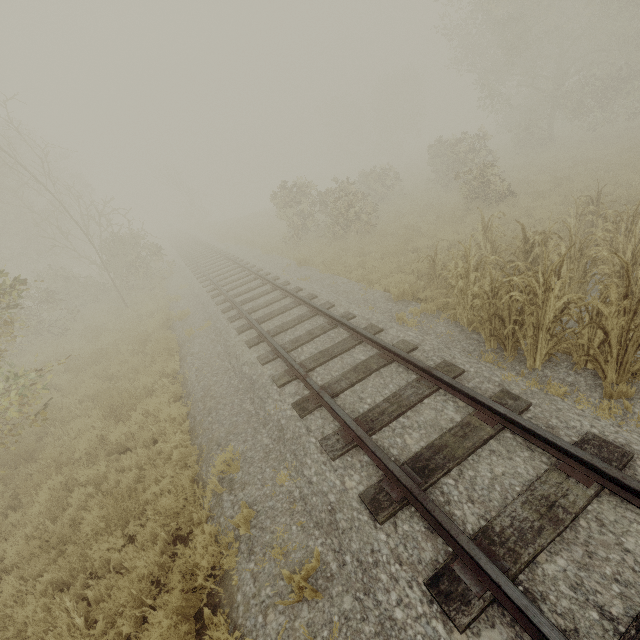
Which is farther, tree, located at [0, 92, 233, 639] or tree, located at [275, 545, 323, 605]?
tree, located at [0, 92, 233, 639]

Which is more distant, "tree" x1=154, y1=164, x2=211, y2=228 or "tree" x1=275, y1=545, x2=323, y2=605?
"tree" x1=154, y1=164, x2=211, y2=228

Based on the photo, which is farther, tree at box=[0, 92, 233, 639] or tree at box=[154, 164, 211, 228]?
tree at box=[154, 164, 211, 228]

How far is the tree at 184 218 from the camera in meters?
40.3

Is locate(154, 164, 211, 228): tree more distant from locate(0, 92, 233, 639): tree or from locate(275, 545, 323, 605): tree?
locate(275, 545, 323, 605): tree

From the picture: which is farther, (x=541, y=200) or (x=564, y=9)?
(x=564, y=9)

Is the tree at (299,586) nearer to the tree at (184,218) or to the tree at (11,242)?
the tree at (11,242)
